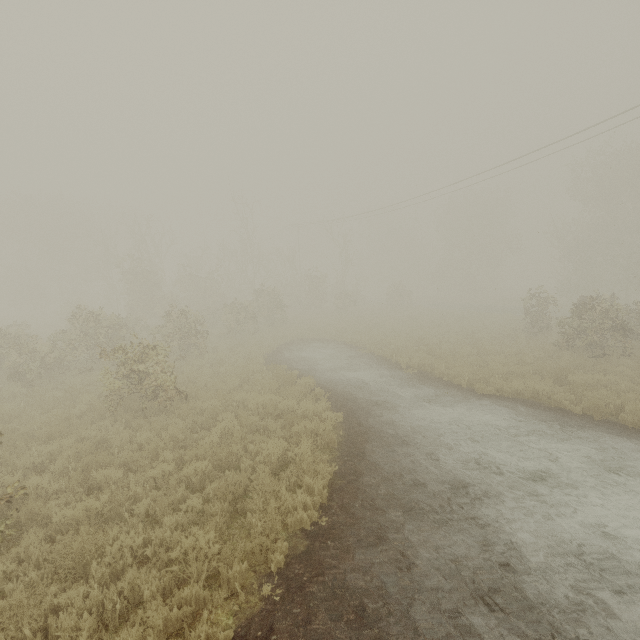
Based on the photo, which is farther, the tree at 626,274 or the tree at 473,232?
the tree at 473,232

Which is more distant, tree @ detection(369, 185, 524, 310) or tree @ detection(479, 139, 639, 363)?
tree @ detection(369, 185, 524, 310)

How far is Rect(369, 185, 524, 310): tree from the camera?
45.00m

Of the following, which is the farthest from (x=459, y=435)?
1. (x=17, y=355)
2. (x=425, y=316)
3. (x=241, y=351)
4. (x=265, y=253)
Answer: (x=265, y=253)

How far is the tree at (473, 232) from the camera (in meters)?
45.00
